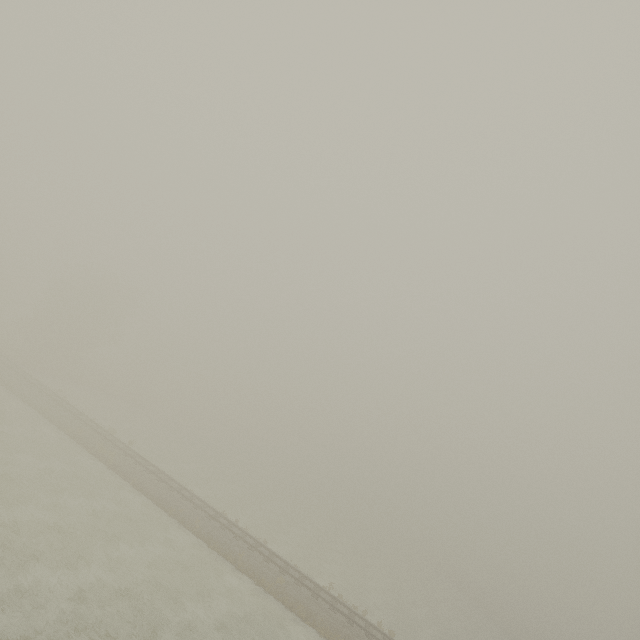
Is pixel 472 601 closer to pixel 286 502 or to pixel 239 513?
pixel 286 502
